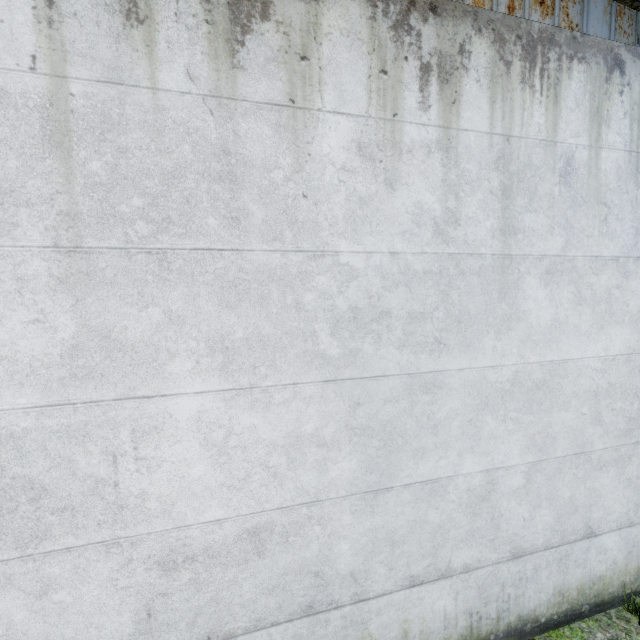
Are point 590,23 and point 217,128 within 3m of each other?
no
